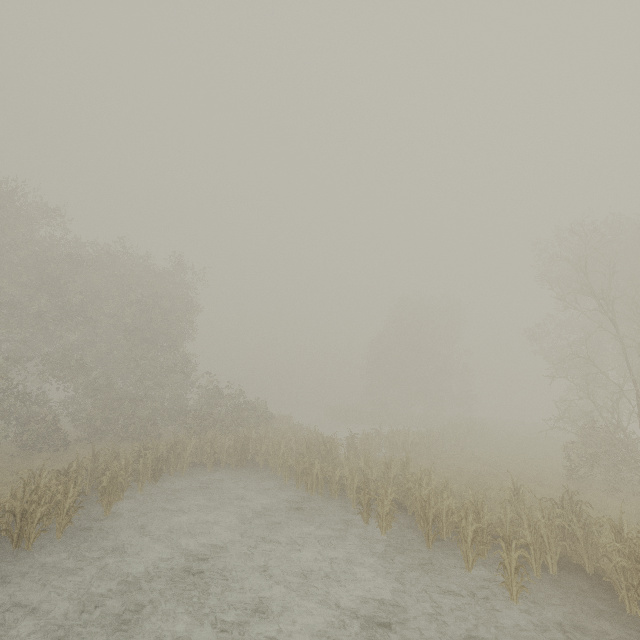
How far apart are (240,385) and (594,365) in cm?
2196
